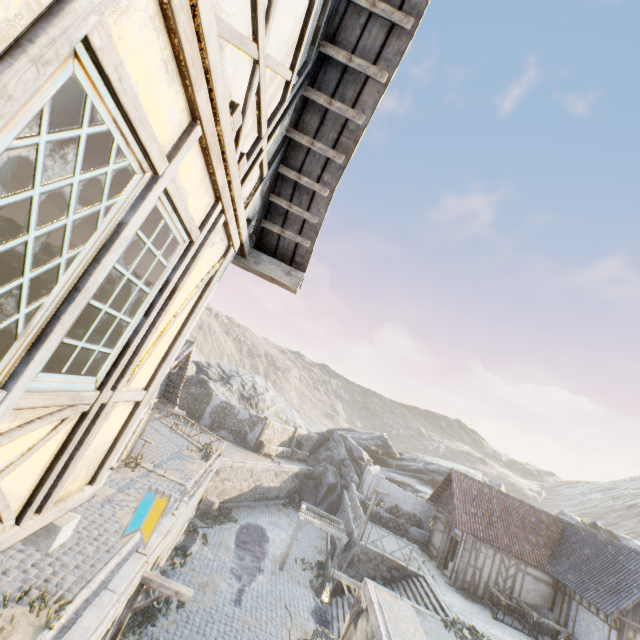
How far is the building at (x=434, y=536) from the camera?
21.6m

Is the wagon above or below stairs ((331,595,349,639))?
above

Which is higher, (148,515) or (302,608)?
(148,515)

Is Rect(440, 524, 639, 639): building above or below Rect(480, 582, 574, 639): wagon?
above

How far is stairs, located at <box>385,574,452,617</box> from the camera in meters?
15.0 m

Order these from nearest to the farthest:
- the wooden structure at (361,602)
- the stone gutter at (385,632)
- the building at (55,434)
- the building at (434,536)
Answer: the building at (55,434), the stone gutter at (385,632), the wooden structure at (361,602), the building at (434,536)

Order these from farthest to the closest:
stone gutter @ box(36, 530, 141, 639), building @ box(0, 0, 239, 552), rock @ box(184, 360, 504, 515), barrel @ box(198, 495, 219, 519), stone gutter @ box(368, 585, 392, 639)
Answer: rock @ box(184, 360, 504, 515), barrel @ box(198, 495, 219, 519), stone gutter @ box(368, 585, 392, 639), stone gutter @ box(36, 530, 141, 639), building @ box(0, 0, 239, 552)

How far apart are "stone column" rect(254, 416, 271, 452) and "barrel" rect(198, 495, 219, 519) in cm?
798
